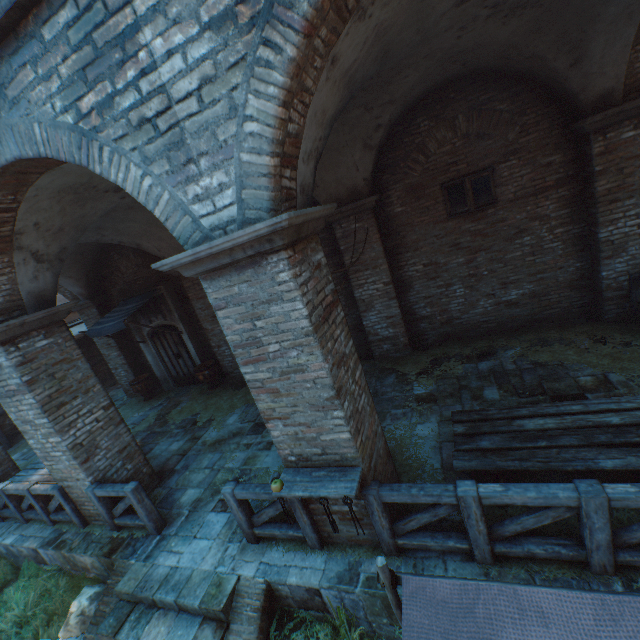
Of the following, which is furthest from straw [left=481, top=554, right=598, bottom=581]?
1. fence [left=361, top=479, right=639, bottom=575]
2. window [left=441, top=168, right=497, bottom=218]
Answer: window [left=441, top=168, right=497, bottom=218]

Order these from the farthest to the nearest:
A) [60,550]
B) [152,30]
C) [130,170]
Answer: [60,550] < [130,170] < [152,30]

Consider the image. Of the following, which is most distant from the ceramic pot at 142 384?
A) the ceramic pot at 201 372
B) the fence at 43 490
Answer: the fence at 43 490

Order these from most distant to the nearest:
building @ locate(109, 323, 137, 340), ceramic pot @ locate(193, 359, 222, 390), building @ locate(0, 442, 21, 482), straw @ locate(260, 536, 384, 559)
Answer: building @ locate(109, 323, 137, 340) < ceramic pot @ locate(193, 359, 222, 390) < building @ locate(0, 442, 21, 482) < straw @ locate(260, 536, 384, 559)

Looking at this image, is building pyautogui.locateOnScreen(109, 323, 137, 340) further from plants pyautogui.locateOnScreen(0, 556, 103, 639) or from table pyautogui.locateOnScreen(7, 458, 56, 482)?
table pyautogui.locateOnScreen(7, 458, 56, 482)

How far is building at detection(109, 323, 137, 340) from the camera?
11.62m

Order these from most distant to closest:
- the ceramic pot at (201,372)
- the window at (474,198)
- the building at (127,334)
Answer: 1. the building at (127,334)
2. the ceramic pot at (201,372)
3. the window at (474,198)

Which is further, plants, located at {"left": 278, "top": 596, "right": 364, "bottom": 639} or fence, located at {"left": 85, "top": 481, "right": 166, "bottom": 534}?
fence, located at {"left": 85, "top": 481, "right": 166, "bottom": 534}
